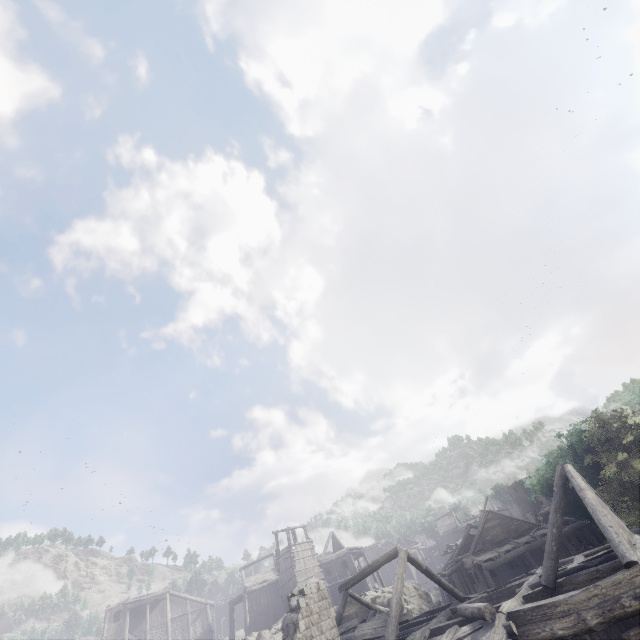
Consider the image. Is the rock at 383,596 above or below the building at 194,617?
below

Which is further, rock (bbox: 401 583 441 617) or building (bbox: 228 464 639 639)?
rock (bbox: 401 583 441 617)

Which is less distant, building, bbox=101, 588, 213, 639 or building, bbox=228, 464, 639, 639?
building, bbox=228, 464, 639, 639

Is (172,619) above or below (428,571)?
above

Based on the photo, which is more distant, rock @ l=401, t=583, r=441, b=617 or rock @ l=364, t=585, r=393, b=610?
rock @ l=401, t=583, r=441, b=617

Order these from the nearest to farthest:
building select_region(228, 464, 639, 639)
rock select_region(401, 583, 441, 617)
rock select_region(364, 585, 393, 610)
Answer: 1. building select_region(228, 464, 639, 639)
2. rock select_region(364, 585, 393, 610)
3. rock select_region(401, 583, 441, 617)

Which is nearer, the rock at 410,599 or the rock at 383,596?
the rock at 383,596

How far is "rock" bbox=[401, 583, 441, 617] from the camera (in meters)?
32.34
